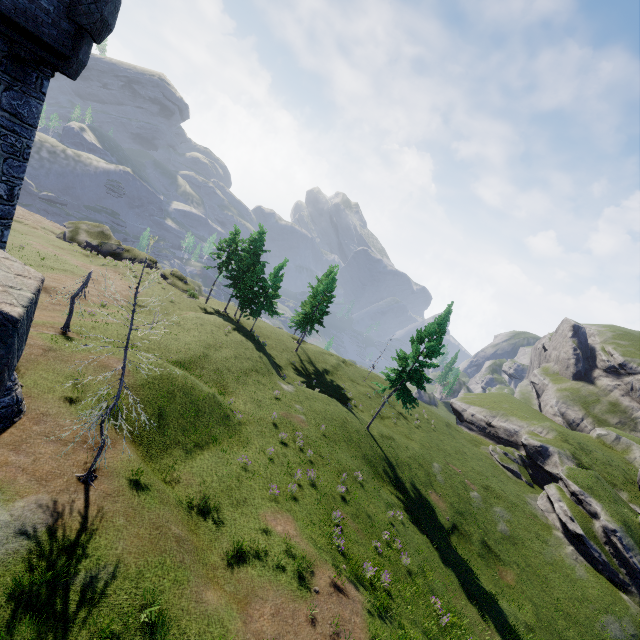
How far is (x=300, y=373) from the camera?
42.0 meters
